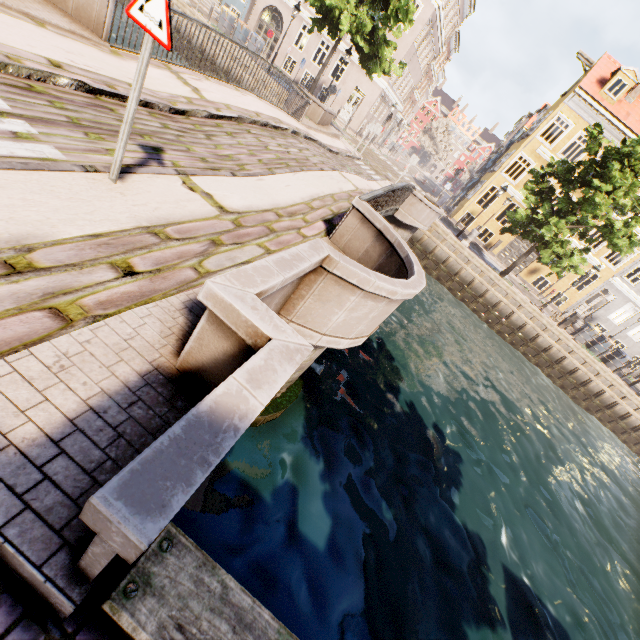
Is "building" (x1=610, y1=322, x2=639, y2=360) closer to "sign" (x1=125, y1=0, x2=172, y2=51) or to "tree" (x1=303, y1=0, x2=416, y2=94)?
"tree" (x1=303, y1=0, x2=416, y2=94)

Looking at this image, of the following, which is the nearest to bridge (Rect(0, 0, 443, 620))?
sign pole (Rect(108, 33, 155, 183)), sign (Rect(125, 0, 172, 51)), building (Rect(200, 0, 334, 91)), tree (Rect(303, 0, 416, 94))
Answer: sign pole (Rect(108, 33, 155, 183))

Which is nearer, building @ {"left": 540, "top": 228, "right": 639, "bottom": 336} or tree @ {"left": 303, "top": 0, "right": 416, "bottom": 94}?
tree @ {"left": 303, "top": 0, "right": 416, "bottom": 94}

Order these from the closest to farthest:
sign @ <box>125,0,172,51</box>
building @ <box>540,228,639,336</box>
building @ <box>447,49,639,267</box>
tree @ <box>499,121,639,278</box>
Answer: sign @ <box>125,0,172,51</box>
tree @ <box>499,121,639,278</box>
building @ <box>447,49,639,267</box>
building @ <box>540,228,639,336</box>

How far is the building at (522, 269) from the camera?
26.1m

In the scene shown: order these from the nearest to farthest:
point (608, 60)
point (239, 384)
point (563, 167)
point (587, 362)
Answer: point (239, 384)
point (563, 167)
point (587, 362)
point (608, 60)

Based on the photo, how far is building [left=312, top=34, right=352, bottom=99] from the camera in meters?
25.1 m

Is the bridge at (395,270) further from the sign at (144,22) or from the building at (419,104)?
the building at (419,104)
